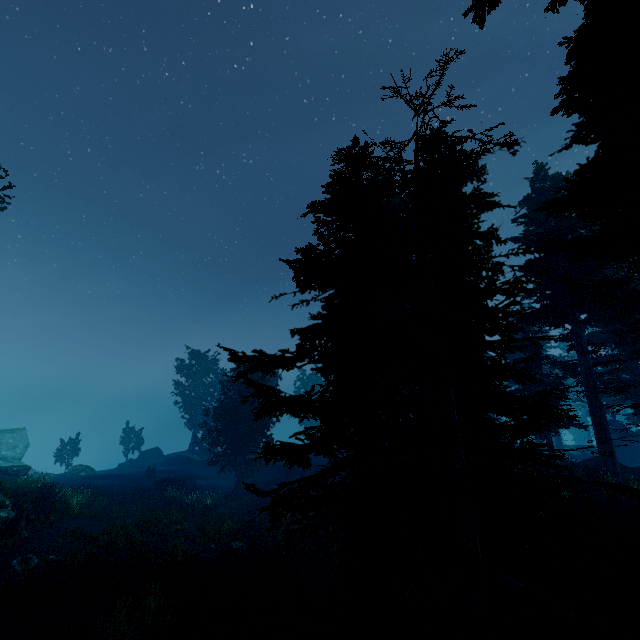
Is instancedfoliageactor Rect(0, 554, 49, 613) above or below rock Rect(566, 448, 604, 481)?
below

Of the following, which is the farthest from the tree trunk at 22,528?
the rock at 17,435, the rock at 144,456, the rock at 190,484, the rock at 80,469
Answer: the rock at 144,456

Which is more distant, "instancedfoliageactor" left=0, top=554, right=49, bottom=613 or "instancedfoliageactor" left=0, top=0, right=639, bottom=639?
"instancedfoliageactor" left=0, top=554, right=49, bottom=613

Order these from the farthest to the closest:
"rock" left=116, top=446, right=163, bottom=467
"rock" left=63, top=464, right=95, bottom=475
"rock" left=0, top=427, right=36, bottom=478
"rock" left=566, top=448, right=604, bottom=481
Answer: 1. "rock" left=116, top=446, right=163, bottom=467
2. "rock" left=63, top=464, right=95, bottom=475
3. "rock" left=0, top=427, right=36, bottom=478
4. "rock" left=566, top=448, right=604, bottom=481

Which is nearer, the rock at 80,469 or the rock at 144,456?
the rock at 80,469

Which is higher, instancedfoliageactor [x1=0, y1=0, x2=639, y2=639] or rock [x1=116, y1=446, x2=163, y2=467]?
instancedfoliageactor [x1=0, y1=0, x2=639, y2=639]

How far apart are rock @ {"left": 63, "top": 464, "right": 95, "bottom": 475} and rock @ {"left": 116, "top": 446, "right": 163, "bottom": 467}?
7.77m

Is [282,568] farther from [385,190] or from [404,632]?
[385,190]
